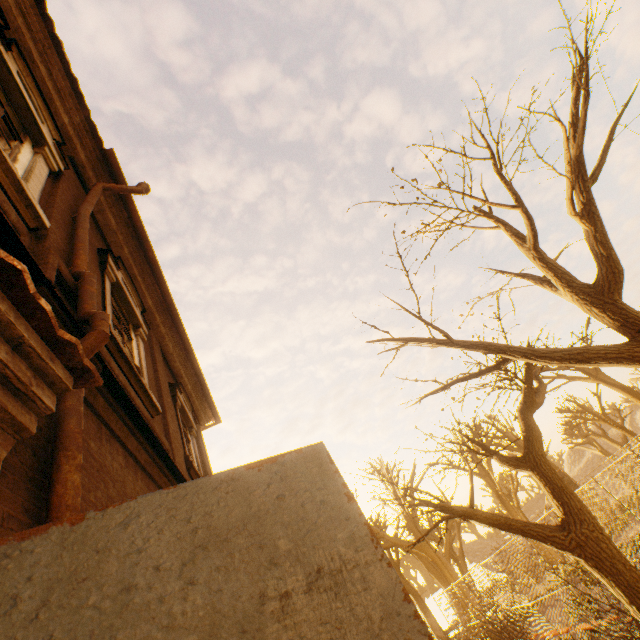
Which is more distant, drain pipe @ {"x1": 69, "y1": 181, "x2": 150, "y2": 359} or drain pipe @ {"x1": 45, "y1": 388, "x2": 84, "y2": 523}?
drain pipe @ {"x1": 69, "y1": 181, "x2": 150, "y2": 359}

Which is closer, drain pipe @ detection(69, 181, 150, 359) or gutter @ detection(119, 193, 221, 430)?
drain pipe @ detection(69, 181, 150, 359)

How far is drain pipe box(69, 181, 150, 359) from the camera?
2.7 meters

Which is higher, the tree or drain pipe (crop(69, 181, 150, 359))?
drain pipe (crop(69, 181, 150, 359))

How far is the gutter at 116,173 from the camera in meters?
6.1

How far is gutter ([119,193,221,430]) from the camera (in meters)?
6.90

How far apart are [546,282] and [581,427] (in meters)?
41.43

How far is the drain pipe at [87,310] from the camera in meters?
2.7
